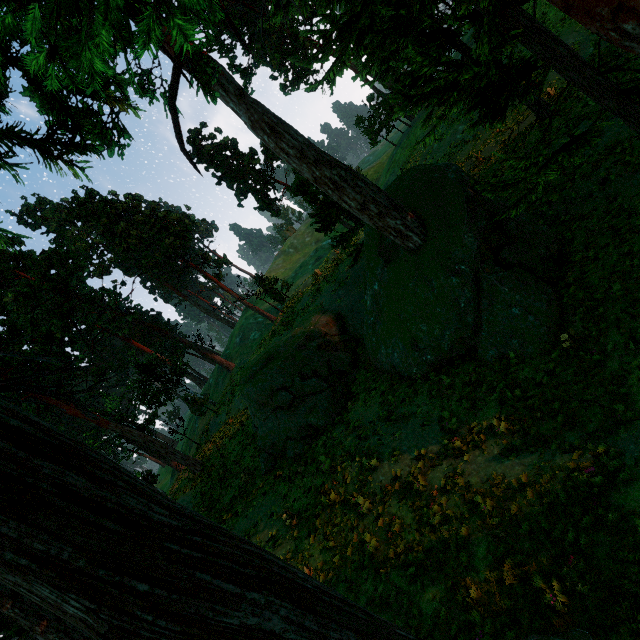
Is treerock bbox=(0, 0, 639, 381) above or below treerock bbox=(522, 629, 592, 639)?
above

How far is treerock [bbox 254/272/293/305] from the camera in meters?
31.0

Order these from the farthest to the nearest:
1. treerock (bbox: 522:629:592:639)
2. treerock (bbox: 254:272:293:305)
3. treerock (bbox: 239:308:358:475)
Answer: treerock (bbox: 254:272:293:305)
treerock (bbox: 239:308:358:475)
treerock (bbox: 522:629:592:639)

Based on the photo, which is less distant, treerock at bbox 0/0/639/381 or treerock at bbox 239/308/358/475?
treerock at bbox 0/0/639/381

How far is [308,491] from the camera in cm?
1355

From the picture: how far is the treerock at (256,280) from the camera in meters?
31.0

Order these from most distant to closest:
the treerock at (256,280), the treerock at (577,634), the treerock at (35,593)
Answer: the treerock at (256,280) < the treerock at (577,634) < the treerock at (35,593)
